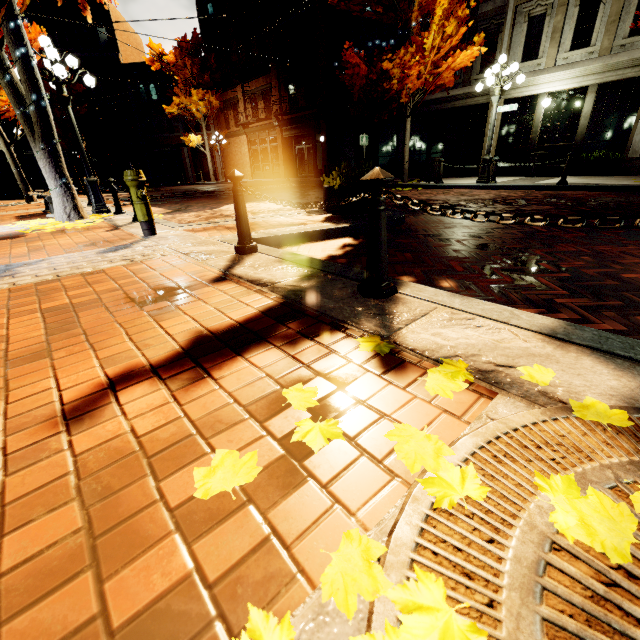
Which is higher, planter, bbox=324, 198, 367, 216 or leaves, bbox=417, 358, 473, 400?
planter, bbox=324, 198, 367, 216

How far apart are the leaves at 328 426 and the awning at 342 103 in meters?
17.0 m

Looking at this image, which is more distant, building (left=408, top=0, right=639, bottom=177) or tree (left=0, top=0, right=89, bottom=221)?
building (left=408, top=0, right=639, bottom=177)

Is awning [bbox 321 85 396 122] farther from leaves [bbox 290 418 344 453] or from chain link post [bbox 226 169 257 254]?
leaves [bbox 290 418 344 453]

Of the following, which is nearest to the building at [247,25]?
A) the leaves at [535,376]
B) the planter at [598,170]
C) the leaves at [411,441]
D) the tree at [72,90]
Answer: the planter at [598,170]

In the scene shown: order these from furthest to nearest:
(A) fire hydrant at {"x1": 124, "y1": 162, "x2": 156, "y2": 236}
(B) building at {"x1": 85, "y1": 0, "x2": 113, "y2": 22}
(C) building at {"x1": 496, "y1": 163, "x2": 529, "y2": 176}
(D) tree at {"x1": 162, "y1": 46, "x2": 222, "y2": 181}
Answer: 1. (B) building at {"x1": 85, "y1": 0, "x2": 113, "y2": 22}
2. (D) tree at {"x1": 162, "y1": 46, "x2": 222, "y2": 181}
3. (C) building at {"x1": 496, "y1": 163, "x2": 529, "y2": 176}
4. (A) fire hydrant at {"x1": 124, "y1": 162, "x2": 156, "y2": 236}

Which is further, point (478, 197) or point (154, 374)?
point (478, 197)

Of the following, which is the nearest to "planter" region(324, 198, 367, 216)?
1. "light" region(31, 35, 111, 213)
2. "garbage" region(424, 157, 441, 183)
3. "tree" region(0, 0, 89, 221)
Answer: "tree" region(0, 0, 89, 221)
